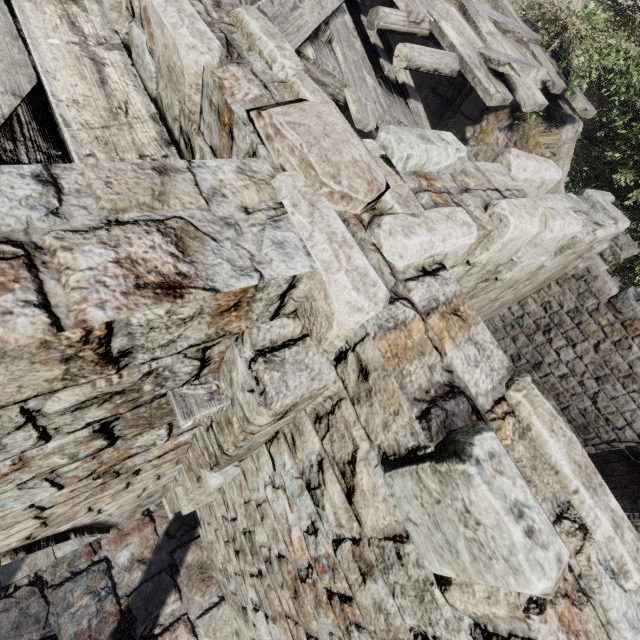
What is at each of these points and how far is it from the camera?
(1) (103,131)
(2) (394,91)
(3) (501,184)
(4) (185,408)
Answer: (1) wooden plank rubble, 1.90m
(2) wooden plank rubble, 6.31m
(3) building, 2.31m
(4) wooden plank rubble, 1.44m

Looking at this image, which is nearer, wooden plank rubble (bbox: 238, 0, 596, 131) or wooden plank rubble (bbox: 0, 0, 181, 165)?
wooden plank rubble (bbox: 0, 0, 181, 165)

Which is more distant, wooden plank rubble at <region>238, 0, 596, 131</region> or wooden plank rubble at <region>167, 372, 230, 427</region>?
wooden plank rubble at <region>238, 0, 596, 131</region>

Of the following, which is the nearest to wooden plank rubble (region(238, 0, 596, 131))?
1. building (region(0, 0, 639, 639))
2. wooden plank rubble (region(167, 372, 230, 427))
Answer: building (region(0, 0, 639, 639))

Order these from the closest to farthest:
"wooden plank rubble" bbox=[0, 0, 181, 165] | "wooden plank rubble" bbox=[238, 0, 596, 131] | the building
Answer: the building → "wooden plank rubble" bbox=[0, 0, 181, 165] → "wooden plank rubble" bbox=[238, 0, 596, 131]

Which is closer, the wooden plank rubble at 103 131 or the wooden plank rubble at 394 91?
the wooden plank rubble at 103 131

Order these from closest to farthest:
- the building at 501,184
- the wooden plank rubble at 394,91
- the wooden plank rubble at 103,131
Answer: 1. the building at 501,184
2. the wooden plank rubble at 103,131
3. the wooden plank rubble at 394,91
